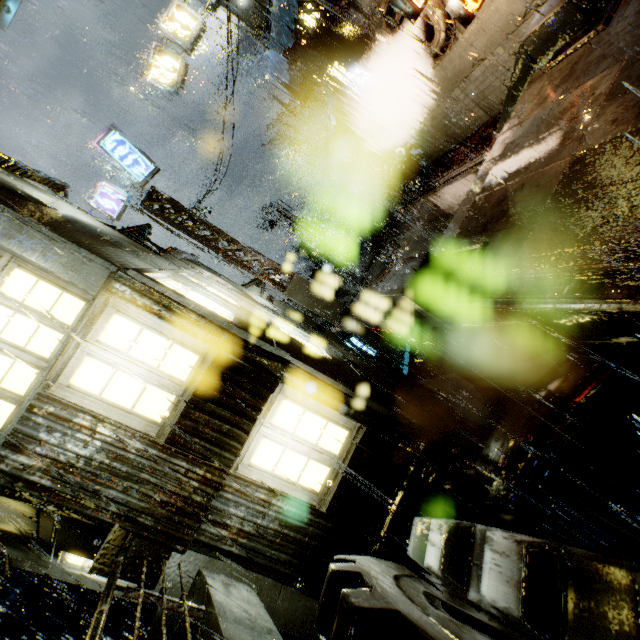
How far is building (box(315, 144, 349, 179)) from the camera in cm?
3222

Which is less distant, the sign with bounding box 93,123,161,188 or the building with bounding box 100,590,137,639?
the sign with bounding box 93,123,161,188

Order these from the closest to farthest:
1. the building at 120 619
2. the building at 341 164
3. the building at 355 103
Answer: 1. the building at 355 103
2. the building at 120 619
3. the building at 341 164

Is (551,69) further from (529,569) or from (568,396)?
(529,569)

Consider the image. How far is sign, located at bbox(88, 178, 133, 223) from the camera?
13.9 meters

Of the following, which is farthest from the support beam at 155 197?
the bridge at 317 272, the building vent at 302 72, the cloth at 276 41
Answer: the building vent at 302 72

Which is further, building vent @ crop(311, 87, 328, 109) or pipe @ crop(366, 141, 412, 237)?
building vent @ crop(311, 87, 328, 109)

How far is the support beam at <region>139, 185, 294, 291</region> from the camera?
13.70m
